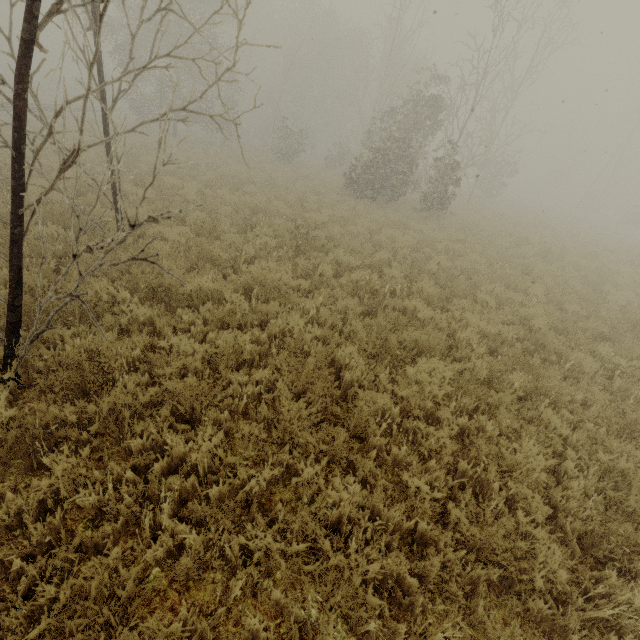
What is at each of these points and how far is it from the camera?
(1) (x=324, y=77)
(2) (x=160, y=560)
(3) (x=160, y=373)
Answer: (1) tree, 31.75m
(2) tree, 2.68m
(3) tree, 3.83m

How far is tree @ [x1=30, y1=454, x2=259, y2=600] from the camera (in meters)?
2.43

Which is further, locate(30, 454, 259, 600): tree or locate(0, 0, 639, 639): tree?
locate(0, 0, 639, 639): tree

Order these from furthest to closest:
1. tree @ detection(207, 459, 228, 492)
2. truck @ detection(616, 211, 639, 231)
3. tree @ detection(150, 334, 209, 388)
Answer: truck @ detection(616, 211, 639, 231)
tree @ detection(150, 334, 209, 388)
tree @ detection(207, 459, 228, 492)

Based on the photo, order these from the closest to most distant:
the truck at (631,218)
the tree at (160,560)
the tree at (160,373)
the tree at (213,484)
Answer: the tree at (160,560) → the tree at (213,484) → the tree at (160,373) → the truck at (631,218)

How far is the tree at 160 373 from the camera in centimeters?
394cm
